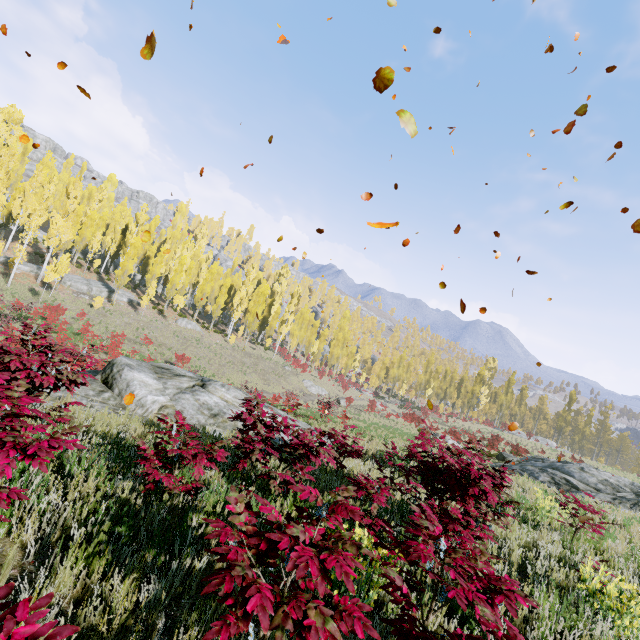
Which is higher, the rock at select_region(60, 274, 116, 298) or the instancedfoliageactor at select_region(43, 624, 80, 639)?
the instancedfoliageactor at select_region(43, 624, 80, 639)

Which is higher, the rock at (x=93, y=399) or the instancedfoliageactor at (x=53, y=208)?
the instancedfoliageactor at (x=53, y=208)

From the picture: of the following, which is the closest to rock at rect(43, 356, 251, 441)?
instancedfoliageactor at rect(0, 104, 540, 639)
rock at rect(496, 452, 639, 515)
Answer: instancedfoliageactor at rect(0, 104, 540, 639)

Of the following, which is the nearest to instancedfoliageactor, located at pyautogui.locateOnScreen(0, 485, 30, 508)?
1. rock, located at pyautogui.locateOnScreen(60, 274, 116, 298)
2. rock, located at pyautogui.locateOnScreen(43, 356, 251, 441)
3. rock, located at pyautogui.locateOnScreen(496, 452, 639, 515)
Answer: rock, located at pyautogui.locateOnScreen(60, 274, 116, 298)

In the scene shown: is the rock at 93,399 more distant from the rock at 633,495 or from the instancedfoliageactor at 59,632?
the rock at 633,495

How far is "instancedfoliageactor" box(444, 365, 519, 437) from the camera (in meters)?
49.26

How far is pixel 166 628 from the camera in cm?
244

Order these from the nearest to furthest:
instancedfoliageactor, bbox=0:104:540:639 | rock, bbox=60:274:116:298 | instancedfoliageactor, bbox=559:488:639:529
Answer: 1. instancedfoliageactor, bbox=0:104:540:639
2. instancedfoliageactor, bbox=559:488:639:529
3. rock, bbox=60:274:116:298
